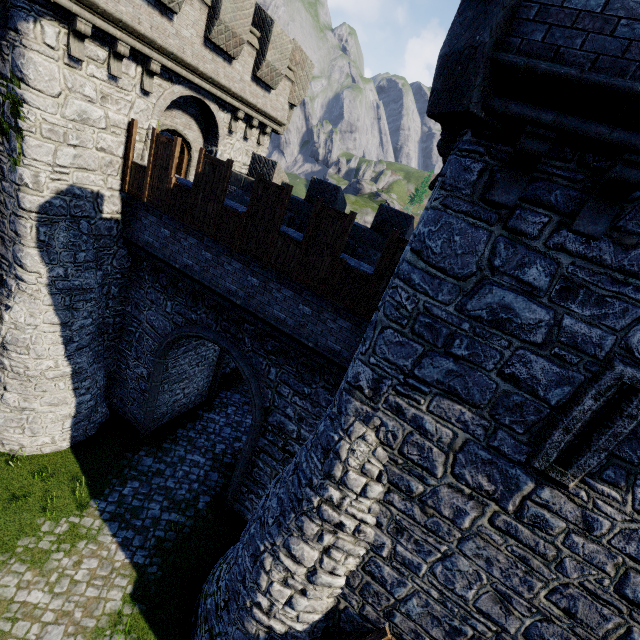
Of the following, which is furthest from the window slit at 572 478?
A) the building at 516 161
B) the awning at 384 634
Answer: the awning at 384 634

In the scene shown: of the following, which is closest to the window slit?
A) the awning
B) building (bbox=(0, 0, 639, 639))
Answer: building (bbox=(0, 0, 639, 639))

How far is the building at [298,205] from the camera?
9.55m

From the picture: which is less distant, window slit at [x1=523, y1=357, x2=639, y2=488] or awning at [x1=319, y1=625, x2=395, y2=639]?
window slit at [x1=523, y1=357, x2=639, y2=488]

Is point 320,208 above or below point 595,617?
above

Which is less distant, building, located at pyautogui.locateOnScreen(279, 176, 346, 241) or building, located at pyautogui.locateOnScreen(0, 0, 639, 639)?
building, located at pyautogui.locateOnScreen(0, 0, 639, 639)

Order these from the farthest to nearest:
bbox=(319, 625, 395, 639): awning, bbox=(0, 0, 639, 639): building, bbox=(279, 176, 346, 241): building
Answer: bbox=(279, 176, 346, 241): building
bbox=(319, 625, 395, 639): awning
bbox=(0, 0, 639, 639): building
